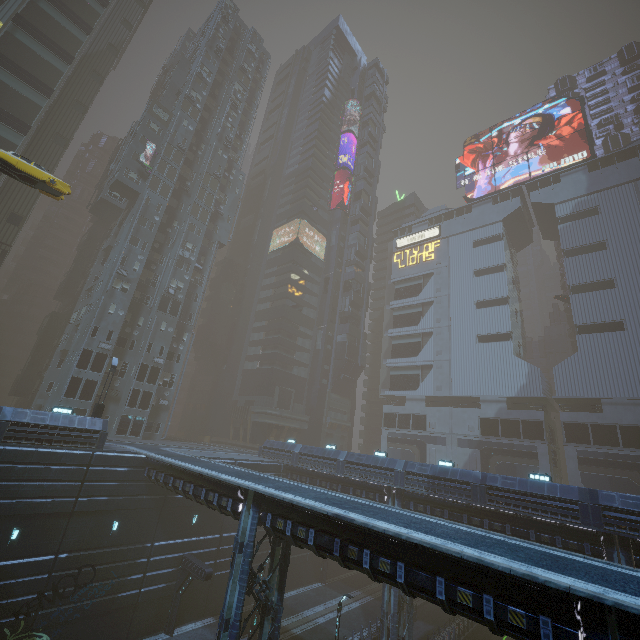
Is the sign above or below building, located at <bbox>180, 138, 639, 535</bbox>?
above

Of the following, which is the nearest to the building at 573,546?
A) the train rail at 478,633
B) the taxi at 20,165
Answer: the train rail at 478,633

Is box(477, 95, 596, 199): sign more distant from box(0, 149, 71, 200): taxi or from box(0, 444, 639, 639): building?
box(0, 149, 71, 200): taxi

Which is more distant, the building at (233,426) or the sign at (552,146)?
the sign at (552,146)

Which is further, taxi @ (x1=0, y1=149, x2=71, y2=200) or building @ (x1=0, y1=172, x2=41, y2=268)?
building @ (x1=0, y1=172, x2=41, y2=268)

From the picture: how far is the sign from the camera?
51.75m

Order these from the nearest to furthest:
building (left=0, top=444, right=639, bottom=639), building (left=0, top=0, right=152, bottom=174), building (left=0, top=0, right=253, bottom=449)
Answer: building (left=0, top=444, right=639, bottom=639)
building (left=0, top=0, right=253, bottom=449)
building (left=0, top=0, right=152, bottom=174)

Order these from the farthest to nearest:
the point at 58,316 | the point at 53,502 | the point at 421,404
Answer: the point at 421,404 < the point at 58,316 < the point at 53,502
